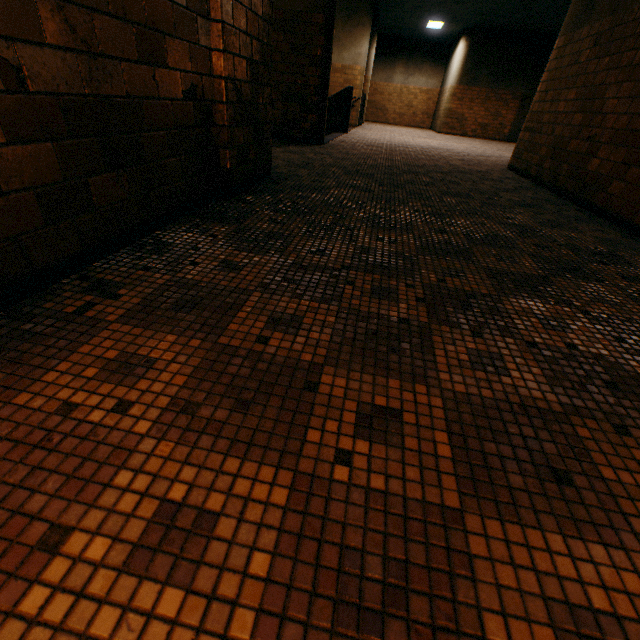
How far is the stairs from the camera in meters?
9.5 m

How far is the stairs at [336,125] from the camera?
9.5 meters

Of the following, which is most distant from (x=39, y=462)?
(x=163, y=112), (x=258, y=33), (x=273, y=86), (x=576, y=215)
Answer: (x=273, y=86)
